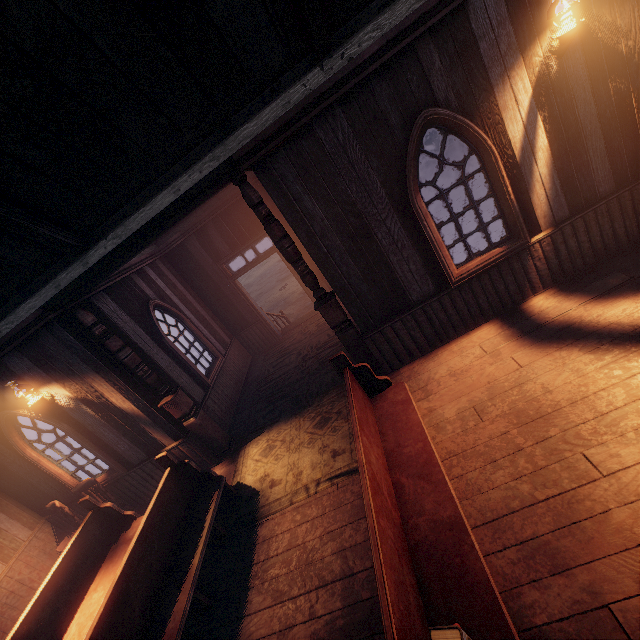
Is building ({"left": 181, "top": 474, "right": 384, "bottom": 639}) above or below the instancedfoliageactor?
below

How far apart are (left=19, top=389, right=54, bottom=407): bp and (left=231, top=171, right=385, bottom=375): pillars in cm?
465

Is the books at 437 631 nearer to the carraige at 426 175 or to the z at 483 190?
the z at 483 190

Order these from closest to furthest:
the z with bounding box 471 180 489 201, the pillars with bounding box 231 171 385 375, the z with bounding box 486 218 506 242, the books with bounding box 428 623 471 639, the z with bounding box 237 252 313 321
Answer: the books with bounding box 428 623 471 639 < the pillars with bounding box 231 171 385 375 < the z with bounding box 486 218 506 242 < the z with bounding box 471 180 489 201 < the z with bounding box 237 252 313 321

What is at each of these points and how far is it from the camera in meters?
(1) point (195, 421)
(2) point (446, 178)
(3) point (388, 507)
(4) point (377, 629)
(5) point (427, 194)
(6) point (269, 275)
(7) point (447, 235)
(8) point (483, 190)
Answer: (1) pillars, 5.8
(2) carraige, 11.1
(3) bench, 2.7
(4) building, 2.8
(5) carraige, 11.1
(6) z, 24.4
(7) z, 10.8
(8) z, 11.9

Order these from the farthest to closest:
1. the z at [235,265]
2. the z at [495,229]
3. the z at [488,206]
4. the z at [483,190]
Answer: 1. the z at [235,265]
2. the z at [483,190]
3. the z at [488,206]
4. the z at [495,229]

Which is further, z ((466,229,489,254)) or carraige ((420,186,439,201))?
carraige ((420,186,439,201))

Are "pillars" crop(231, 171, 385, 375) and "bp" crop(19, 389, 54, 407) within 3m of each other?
no
